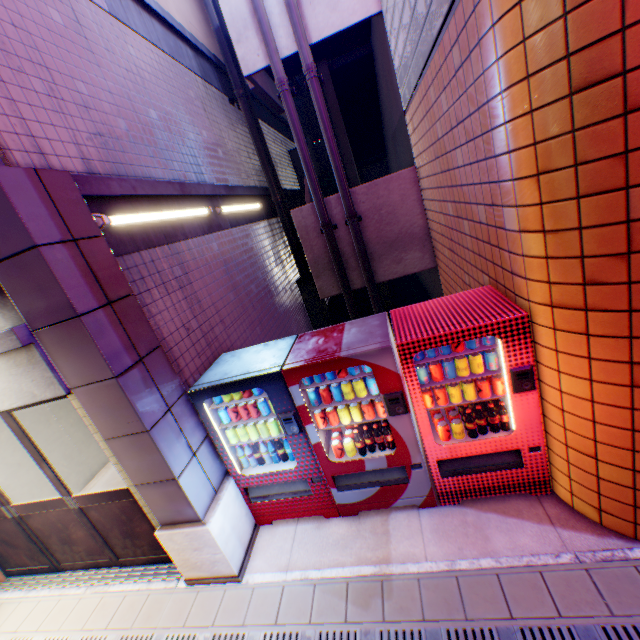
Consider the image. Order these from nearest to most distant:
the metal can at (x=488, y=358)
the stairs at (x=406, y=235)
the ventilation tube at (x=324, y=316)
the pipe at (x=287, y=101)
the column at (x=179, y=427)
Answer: the column at (x=179, y=427) < the metal can at (x=488, y=358) < the pipe at (x=287, y=101) < the stairs at (x=406, y=235) < the ventilation tube at (x=324, y=316)

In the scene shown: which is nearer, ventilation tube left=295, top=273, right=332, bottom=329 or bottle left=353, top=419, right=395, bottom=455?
bottle left=353, top=419, right=395, bottom=455

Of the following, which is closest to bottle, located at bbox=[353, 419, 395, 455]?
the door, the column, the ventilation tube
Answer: the column

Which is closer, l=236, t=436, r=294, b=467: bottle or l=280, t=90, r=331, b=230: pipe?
l=236, t=436, r=294, b=467: bottle

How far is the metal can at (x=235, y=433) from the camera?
3.6 meters

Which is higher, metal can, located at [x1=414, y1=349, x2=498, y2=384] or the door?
metal can, located at [x1=414, y1=349, x2=498, y2=384]

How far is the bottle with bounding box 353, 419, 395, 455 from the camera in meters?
3.4

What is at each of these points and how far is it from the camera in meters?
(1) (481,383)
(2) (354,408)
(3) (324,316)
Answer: (1) metal can, 3.1 m
(2) metal can, 3.4 m
(3) ventilation tube, 9.4 m
